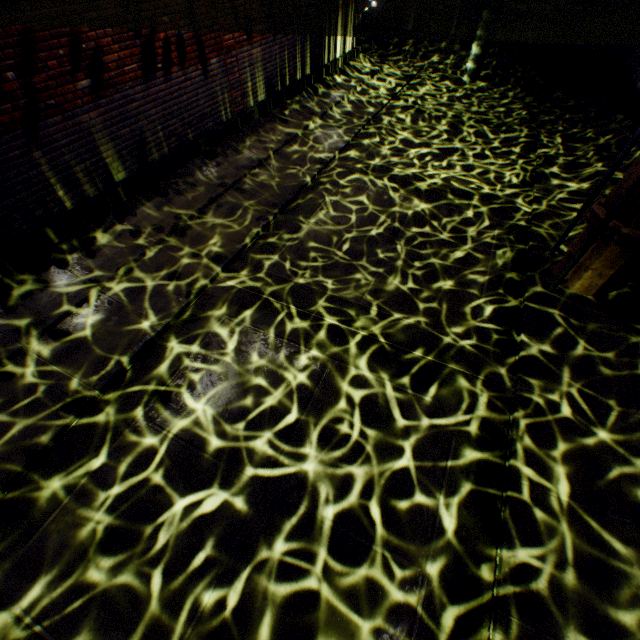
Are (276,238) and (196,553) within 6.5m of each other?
yes

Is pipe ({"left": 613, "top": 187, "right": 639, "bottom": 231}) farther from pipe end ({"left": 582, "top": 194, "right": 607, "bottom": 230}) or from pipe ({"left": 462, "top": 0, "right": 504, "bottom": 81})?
pipe ({"left": 462, "top": 0, "right": 504, "bottom": 81})

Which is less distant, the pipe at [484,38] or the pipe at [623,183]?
the pipe at [623,183]

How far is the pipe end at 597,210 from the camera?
4.69m

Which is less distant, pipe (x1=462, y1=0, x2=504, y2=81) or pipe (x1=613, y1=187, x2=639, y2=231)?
pipe (x1=613, y1=187, x2=639, y2=231)

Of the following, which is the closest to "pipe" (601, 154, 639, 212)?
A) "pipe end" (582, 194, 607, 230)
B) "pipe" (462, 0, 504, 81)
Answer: "pipe end" (582, 194, 607, 230)

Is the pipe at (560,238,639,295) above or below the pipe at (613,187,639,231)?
below
